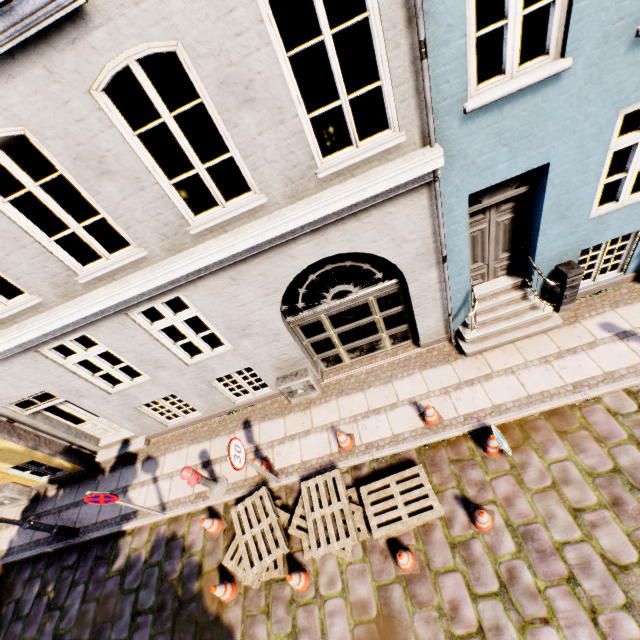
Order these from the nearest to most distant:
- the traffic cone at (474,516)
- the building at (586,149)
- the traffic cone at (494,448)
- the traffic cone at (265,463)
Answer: the building at (586,149) → the traffic cone at (474,516) → the traffic cone at (494,448) → the traffic cone at (265,463)

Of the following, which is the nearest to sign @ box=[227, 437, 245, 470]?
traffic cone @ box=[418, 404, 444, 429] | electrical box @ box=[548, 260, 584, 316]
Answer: traffic cone @ box=[418, 404, 444, 429]

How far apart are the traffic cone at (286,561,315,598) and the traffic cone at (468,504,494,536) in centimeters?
270cm

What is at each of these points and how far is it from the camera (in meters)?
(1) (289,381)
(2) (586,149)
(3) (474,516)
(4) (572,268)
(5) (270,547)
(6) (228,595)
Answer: (1) electrical box, 7.17
(2) building, 4.61
(3) traffic cone, 5.04
(4) electrical box, 5.95
(5) pallet, 5.62
(6) traffic cone, 5.63

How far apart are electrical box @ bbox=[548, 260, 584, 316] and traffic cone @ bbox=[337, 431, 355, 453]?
4.9 meters

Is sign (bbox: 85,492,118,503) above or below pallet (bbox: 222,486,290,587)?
above

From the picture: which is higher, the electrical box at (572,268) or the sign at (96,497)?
the sign at (96,497)

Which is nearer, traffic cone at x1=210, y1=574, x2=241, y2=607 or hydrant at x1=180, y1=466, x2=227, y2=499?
traffic cone at x1=210, y1=574, x2=241, y2=607
